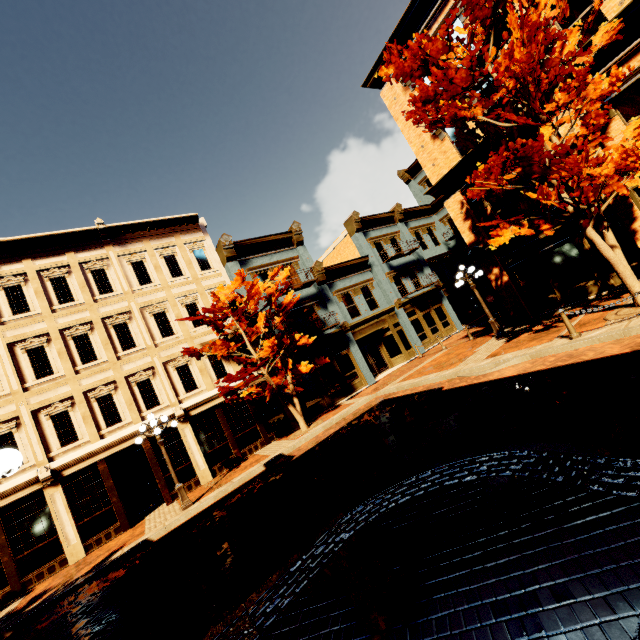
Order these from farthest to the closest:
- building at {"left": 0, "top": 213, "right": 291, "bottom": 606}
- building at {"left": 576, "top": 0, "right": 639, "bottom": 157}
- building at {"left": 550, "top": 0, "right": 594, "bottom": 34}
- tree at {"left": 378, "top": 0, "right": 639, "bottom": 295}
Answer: building at {"left": 0, "top": 213, "right": 291, "bottom": 606}, building at {"left": 550, "top": 0, "right": 594, "bottom": 34}, building at {"left": 576, "top": 0, "right": 639, "bottom": 157}, tree at {"left": 378, "top": 0, "right": 639, "bottom": 295}

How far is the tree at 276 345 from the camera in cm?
1412

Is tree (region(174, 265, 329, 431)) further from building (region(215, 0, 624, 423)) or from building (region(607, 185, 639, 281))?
building (region(607, 185, 639, 281))

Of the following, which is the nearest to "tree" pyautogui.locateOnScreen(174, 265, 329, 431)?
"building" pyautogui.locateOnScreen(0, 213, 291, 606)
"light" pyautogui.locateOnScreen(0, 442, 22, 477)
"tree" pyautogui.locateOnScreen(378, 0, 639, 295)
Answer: "building" pyautogui.locateOnScreen(0, 213, 291, 606)

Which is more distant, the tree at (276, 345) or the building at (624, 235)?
the tree at (276, 345)

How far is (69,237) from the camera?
15.2m

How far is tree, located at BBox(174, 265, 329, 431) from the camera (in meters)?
14.12

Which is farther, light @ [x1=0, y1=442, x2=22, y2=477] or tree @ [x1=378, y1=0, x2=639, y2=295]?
tree @ [x1=378, y1=0, x2=639, y2=295]
